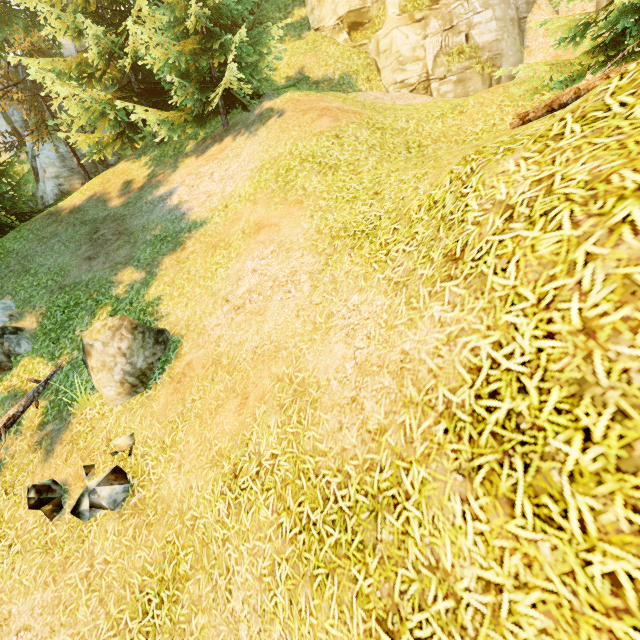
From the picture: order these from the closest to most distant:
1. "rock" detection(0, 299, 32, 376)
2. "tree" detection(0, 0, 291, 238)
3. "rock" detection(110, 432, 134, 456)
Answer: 1. "rock" detection(110, 432, 134, 456)
2. "rock" detection(0, 299, 32, 376)
3. "tree" detection(0, 0, 291, 238)

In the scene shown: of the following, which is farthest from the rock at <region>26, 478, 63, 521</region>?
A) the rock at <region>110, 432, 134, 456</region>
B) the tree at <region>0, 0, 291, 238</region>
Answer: the tree at <region>0, 0, 291, 238</region>

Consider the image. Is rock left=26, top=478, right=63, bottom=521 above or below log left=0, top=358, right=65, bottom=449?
below

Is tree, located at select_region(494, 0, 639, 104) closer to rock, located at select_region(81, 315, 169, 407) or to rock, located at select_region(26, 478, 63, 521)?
rock, located at select_region(81, 315, 169, 407)

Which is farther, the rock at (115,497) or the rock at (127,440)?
the rock at (127,440)

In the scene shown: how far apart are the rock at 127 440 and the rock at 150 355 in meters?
0.7

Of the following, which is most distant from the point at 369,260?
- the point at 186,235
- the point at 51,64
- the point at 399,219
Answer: the point at 51,64

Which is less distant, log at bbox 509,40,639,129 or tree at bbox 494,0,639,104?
log at bbox 509,40,639,129
